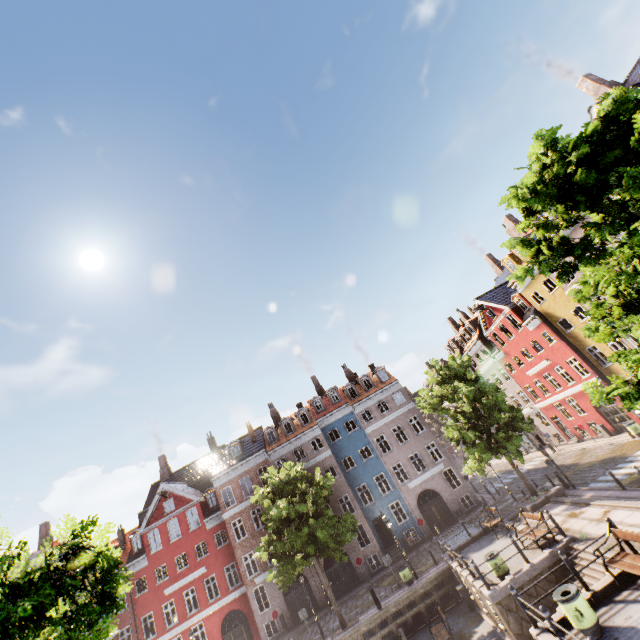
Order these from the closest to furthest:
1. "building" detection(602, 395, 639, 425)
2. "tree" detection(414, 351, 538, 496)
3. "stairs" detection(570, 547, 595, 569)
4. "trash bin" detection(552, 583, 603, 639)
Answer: "trash bin" detection(552, 583, 603, 639)
"stairs" detection(570, 547, 595, 569)
"tree" detection(414, 351, 538, 496)
"building" detection(602, 395, 639, 425)

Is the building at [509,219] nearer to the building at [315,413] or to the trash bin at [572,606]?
the building at [315,413]

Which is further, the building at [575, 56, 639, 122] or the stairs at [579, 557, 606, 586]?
the building at [575, 56, 639, 122]

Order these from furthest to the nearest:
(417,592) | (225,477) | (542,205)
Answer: (225,477) < (417,592) < (542,205)

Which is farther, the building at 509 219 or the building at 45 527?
the building at 45 527

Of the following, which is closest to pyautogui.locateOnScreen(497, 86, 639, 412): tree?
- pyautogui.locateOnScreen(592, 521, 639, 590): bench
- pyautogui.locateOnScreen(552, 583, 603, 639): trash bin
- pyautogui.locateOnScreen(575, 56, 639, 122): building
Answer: pyautogui.locateOnScreen(575, 56, 639, 122): building

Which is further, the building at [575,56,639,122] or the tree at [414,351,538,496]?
the tree at [414,351,538,496]

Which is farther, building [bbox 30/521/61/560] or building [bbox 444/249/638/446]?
building [bbox 30/521/61/560]
